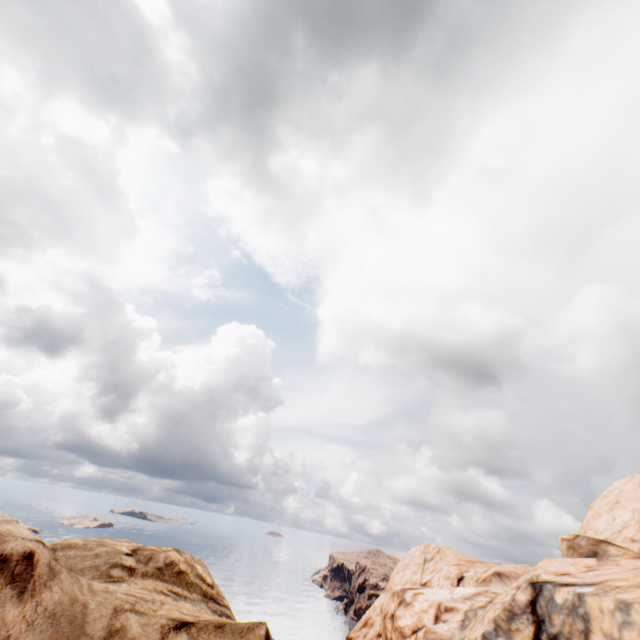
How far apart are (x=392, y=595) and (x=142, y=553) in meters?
27.7

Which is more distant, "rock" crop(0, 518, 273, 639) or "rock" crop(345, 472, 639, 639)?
"rock" crop(345, 472, 639, 639)

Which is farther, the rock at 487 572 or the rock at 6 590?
the rock at 487 572
